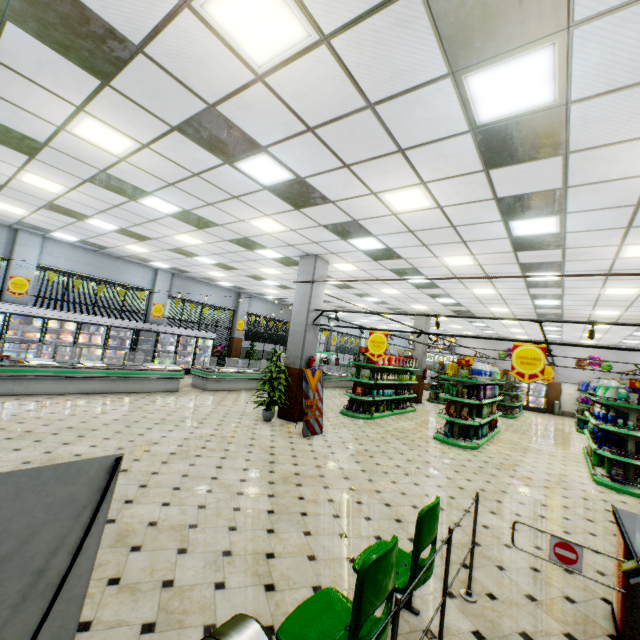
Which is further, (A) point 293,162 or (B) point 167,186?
(B) point 167,186

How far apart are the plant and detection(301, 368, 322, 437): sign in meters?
0.7

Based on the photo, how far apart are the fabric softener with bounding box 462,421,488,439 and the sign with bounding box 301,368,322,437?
4.5m

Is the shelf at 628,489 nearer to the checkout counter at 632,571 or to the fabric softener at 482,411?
the fabric softener at 482,411

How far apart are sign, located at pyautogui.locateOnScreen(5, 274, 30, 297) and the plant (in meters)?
9.76

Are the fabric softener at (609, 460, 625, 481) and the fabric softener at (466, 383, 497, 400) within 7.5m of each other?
yes

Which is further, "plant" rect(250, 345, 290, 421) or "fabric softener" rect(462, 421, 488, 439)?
"fabric softener" rect(462, 421, 488, 439)

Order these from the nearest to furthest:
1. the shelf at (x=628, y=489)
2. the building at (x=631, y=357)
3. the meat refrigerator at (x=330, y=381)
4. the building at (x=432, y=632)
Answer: the building at (x=432, y=632) → the shelf at (x=628, y=489) → the meat refrigerator at (x=330, y=381) → the building at (x=631, y=357)
